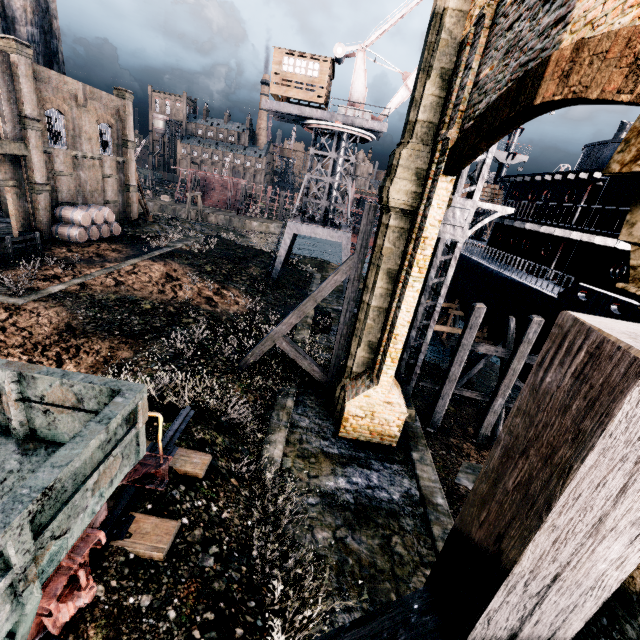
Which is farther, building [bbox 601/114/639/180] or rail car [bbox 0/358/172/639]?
rail car [bbox 0/358/172/639]

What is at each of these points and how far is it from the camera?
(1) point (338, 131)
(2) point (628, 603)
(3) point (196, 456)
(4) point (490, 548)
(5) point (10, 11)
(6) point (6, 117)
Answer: (1) crane, 27.38m
(2) building, 1.59m
(3) railway, 8.38m
(4) wooden brace, 1.65m
(5) chimney, 26.25m
(6) building, 22.28m

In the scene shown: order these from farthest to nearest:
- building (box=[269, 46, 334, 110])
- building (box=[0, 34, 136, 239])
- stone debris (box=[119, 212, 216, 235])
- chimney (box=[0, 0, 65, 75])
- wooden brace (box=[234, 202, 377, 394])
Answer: stone debris (box=[119, 212, 216, 235]), chimney (box=[0, 0, 65, 75]), building (box=[269, 46, 334, 110]), building (box=[0, 34, 136, 239]), wooden brace (box=[234, 202, 377, 394])

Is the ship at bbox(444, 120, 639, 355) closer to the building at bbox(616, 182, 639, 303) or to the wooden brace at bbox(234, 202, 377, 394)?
the building at bbox(616, 182, 639, 303)

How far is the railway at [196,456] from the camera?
8.03m

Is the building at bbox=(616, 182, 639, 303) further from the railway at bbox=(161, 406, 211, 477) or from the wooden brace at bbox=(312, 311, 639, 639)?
the railway at bbox=(161, 406, 211, 477)

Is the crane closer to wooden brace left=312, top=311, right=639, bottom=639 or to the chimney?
the chimney
